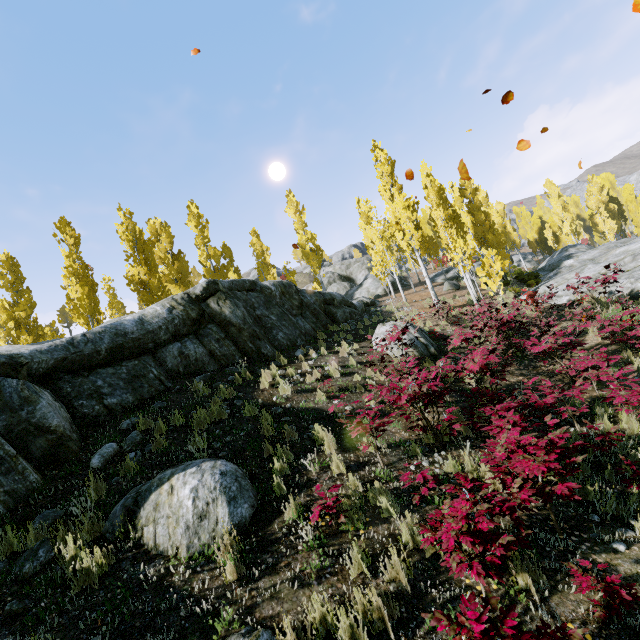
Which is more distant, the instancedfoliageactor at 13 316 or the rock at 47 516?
Result: the instancedfoliageactor at 13 316

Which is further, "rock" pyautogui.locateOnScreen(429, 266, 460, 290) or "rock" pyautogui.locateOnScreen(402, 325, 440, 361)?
"rock" pyautogui.locateOnScreen(429, 266, 460, 290)

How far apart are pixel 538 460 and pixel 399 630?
2.7m

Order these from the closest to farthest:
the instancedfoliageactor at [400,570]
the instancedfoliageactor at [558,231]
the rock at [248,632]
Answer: the rock at [248,632]
the instancedfoliageactor at [400,570]
the instancedfoliageactor at [558,231]

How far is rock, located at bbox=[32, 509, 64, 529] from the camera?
4.5 meters

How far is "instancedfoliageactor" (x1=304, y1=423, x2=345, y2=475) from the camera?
5.7m

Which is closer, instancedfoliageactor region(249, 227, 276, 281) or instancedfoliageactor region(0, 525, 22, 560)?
instancedfoliageactor region(0, 525, 22, 560)
